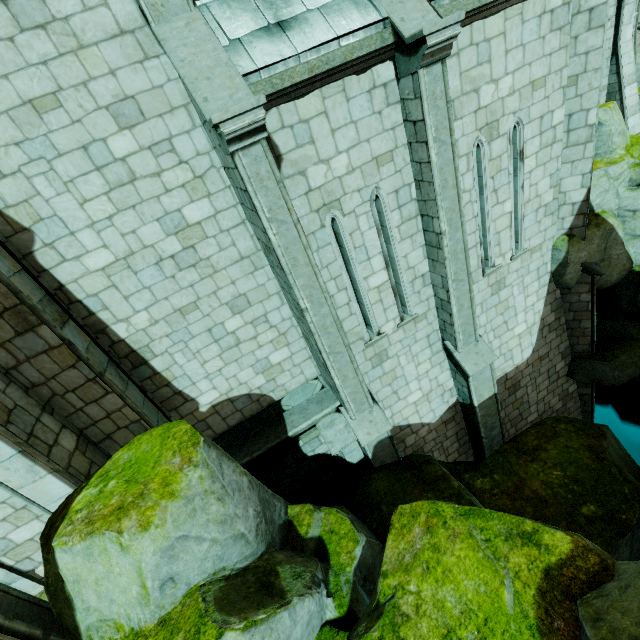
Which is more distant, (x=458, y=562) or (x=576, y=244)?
(x=576, y=244)

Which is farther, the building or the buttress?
the building

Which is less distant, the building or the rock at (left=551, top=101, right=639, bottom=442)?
the building

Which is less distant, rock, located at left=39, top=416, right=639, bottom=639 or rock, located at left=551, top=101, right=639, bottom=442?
rock, located at left=39, top=416, right=639, bottom=639

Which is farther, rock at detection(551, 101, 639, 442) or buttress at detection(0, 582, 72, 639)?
rock at detection(551, 101, 639, 442)

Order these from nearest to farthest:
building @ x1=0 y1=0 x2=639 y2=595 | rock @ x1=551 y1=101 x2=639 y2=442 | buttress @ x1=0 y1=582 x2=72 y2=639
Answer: buttress @ x1=0 y1=582 x2=72 y2=639 → building @ x1=0 y1=0 x2=639 y2=595 → rock @ x1=551 y1=101 x2=639 y2=442

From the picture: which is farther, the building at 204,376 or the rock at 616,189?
the rock at 616,189

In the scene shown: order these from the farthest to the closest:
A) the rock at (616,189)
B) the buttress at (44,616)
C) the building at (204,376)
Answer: the rock at (616,189) < the building at (204,376) < the buttress at (44,616)
